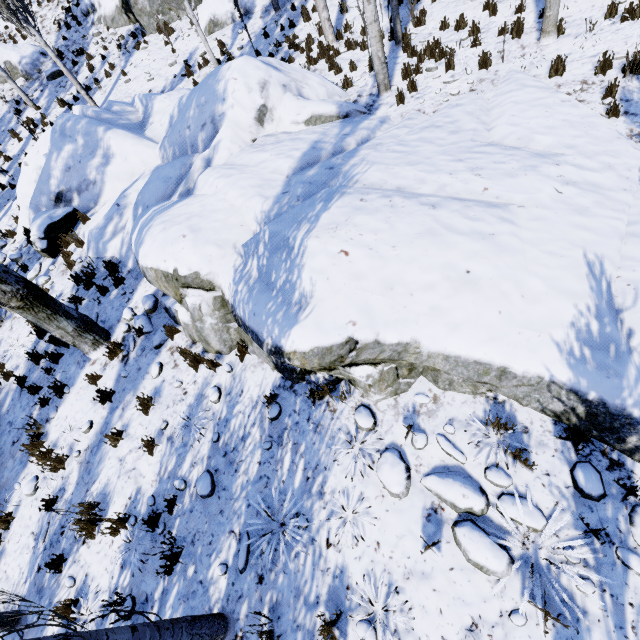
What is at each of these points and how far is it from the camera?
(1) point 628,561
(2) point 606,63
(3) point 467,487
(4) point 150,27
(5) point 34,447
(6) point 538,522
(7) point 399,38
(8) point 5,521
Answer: (1) rock, 3.0m
(2) instancedfoliageactor, 6.3m
(3) rock, 3.7m
(4) rock, 16.6m
(5) instancedfoliageactor, 6.6m
(6) rock, 3.4m
(7) instancedfoliageactor, 10.0m
(8) instancedfoliageactor, 6.0m

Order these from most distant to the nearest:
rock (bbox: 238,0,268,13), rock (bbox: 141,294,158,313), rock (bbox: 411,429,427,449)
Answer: rock (bbox: 238,0,268,13)
rock (bbox: 141,294,158,313)
rock (bbox: 411,429,427,449)

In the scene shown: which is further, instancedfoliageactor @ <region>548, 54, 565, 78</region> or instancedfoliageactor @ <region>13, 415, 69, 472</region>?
instancedfoliageactor @ <region>548, 54, 565, 78</region>

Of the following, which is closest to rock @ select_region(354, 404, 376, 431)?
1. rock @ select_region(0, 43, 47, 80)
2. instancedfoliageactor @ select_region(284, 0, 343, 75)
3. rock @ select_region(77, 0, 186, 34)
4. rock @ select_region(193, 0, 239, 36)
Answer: instancedfoliageactor @ select_region(284, 0, 343, 75)

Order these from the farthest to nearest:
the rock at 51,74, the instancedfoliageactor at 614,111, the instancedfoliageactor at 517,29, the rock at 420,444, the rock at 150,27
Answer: the rock at 51,74
the rock at 150,27
the instancedfoliageactor at 517,29
the instancedfoliageactor at 614,111
the rock at 420,444

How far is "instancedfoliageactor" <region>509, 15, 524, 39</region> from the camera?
7.98m

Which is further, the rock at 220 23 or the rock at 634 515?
the rock at 220 23
